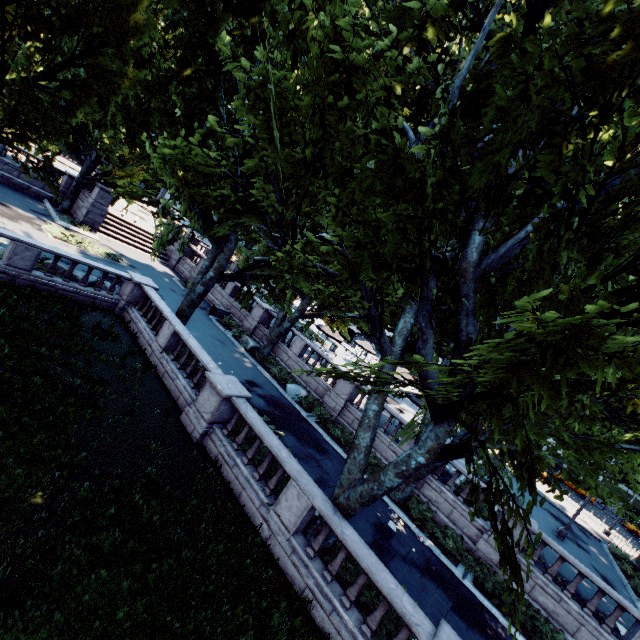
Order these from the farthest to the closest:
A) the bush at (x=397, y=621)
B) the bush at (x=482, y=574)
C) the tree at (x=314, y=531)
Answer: the bush at (x=482, y=574) < the tree at (x=314, y=531) < the bush at (x=397, y=621)

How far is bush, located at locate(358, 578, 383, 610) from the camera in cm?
871

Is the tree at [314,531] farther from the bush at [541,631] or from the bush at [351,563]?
the bush at [541,631]

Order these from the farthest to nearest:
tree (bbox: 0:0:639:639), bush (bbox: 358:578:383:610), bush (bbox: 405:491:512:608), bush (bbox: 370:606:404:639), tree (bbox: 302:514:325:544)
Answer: bush (bbox: 405:491:512:608) < tree (bbox: 302:514:325:544) < bush (bbox: 358:578:383:610) < bush (bbox: 370:606:404:639) < tree (bbox: 0:0:639:639)

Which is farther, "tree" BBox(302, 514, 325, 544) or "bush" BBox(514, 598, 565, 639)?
"bush" BBox(514, 598, 565, 639)

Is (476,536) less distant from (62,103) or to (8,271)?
(8,271)

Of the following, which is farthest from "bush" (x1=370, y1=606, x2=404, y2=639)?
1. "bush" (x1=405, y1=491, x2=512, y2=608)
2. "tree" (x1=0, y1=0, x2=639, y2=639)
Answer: "bush" (x1=405, y1=491, x2=512, y2=608)

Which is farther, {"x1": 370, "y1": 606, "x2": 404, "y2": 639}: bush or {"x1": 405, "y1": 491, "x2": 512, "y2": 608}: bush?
{"x1": 405, "y1": 491, "x2": 512, "y2": 608}: bush
